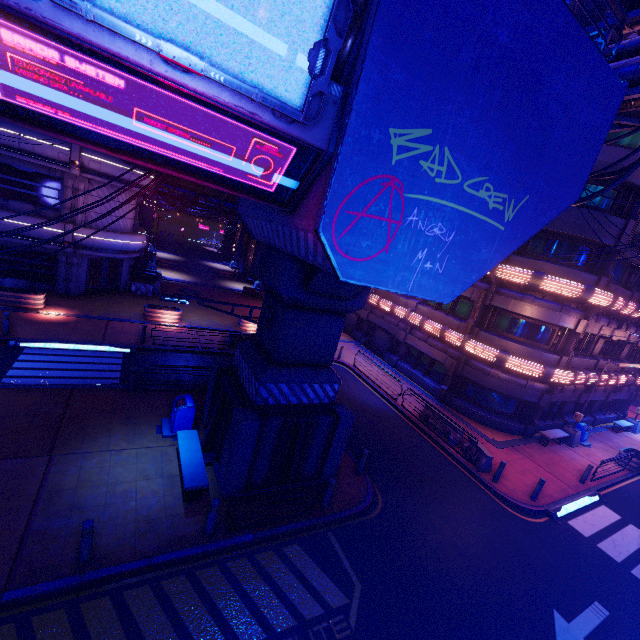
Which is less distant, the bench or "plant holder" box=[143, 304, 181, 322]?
the bench

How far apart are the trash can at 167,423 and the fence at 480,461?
12.20m

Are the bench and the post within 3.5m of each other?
yes

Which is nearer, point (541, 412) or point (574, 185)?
point (574, 185)

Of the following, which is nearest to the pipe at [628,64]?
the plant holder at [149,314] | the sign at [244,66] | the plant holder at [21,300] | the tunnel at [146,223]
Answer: the tunnel at [146,223]

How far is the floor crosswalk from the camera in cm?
1318

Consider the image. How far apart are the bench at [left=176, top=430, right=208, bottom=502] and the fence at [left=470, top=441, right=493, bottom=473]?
11.9m

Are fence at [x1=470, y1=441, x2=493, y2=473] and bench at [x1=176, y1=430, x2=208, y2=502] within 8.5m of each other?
no
